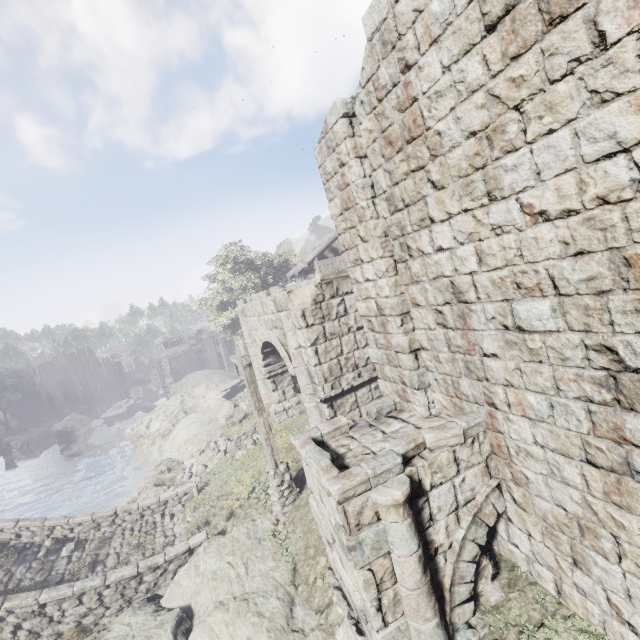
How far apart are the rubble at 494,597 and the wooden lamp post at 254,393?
5.4m

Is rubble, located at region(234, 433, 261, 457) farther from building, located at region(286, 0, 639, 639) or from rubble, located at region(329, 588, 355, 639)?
building, located at region(286, 0, 639, 639)

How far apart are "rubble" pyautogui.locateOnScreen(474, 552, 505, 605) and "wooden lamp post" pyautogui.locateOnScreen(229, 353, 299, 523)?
5.4 meters

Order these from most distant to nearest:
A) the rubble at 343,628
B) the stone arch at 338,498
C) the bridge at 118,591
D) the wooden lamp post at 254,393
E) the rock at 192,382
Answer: the rock at 192,382, the wooden lamp post at 254,393, the bridge at 118,591, the rubble at 343,628, the stone arch at 338,498

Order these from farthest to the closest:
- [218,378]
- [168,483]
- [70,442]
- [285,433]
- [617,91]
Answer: [70,442], [218,378], [168,483], [285,433], [617,91]

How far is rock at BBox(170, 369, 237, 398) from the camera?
29.5 meters

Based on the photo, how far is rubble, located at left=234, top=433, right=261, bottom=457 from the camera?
14.5m

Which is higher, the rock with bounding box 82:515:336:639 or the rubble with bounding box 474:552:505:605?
the rubble with bounding box 474:552:505:605
